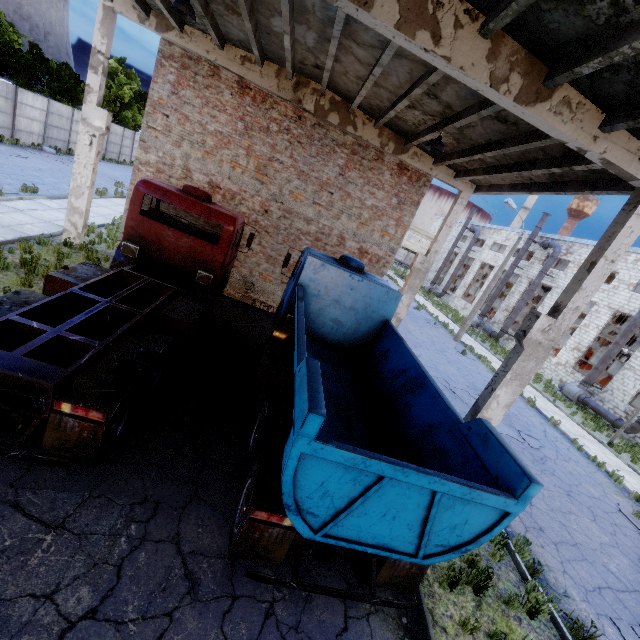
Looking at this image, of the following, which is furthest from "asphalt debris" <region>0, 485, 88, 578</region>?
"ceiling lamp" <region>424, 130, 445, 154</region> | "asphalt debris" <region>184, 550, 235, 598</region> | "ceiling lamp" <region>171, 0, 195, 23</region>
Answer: "ceiling lamp" <region>424, 130, 445, 154</region>

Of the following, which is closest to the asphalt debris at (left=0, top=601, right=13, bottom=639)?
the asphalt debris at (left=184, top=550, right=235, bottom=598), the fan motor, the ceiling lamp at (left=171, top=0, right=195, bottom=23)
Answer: the asphalt debris at (left=184, top=550, right=235, bottom=598)

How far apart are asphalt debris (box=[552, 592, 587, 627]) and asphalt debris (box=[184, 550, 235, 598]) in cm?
625

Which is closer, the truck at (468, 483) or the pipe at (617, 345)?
the truck at (468, 483)

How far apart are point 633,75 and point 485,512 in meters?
6.1 m

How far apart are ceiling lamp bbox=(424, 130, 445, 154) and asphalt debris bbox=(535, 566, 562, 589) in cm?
1000

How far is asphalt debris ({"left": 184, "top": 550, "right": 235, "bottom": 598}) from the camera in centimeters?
419cm

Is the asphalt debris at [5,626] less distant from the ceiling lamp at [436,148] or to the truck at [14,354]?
the truck at [14,354]
